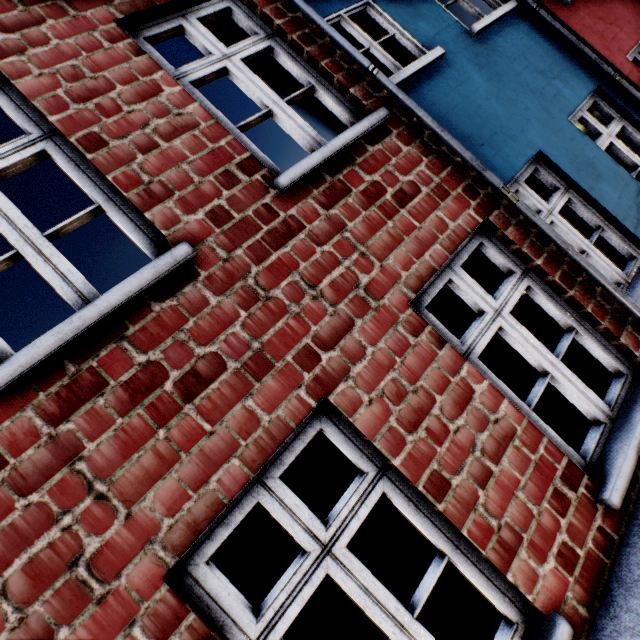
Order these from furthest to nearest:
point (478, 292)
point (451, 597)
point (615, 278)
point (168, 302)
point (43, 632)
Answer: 1. point (451, 597)
2. point (615, 278)
3. point (478, 292)
4. point (168, 302)
5. point (43, 632)
